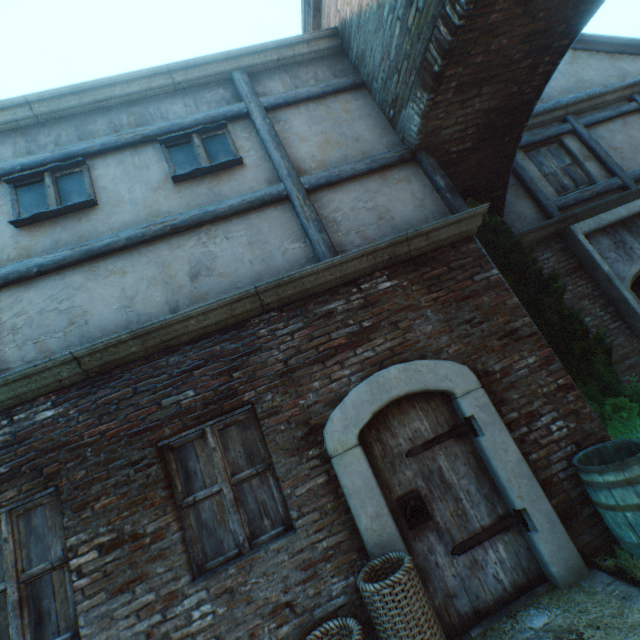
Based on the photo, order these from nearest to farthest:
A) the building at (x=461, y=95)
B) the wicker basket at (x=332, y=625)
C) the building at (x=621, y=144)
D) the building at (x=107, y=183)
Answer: the wicker basket at (x=332, y=625) < the building at (x=461, y=95) < the building at (x=107, y=183) < the building at (x=621, y=144)

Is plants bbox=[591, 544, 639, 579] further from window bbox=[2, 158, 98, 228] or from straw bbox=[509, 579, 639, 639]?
window bbox=[2, 158, 98, 228]

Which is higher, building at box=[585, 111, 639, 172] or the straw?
building at box=[585, 111, 639, 172]

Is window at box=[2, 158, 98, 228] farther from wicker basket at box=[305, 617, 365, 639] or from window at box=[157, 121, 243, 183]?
wicker basket at box=[305, 617, 365, 639]

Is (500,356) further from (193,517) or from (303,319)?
(193,517)

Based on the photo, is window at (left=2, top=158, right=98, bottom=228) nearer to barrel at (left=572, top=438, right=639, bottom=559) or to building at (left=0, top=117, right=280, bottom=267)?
building at (left=0, top=117, right=280, bottom=267)

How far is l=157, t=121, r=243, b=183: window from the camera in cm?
442

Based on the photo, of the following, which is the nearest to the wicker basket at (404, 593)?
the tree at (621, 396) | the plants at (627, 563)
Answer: the plants at (627, 563)
